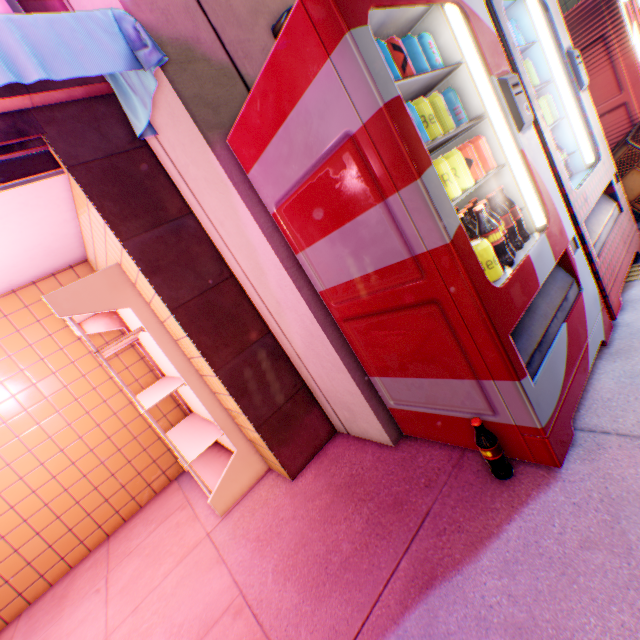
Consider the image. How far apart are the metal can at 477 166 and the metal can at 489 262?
0.2m

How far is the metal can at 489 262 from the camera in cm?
142

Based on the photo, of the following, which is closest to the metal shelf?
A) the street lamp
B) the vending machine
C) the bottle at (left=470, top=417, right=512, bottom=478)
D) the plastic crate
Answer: the vending machine

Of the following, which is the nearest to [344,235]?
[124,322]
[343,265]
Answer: [343,265]

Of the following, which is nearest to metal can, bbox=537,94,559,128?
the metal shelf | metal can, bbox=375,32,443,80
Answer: metal can, bbox=375,32,443,80

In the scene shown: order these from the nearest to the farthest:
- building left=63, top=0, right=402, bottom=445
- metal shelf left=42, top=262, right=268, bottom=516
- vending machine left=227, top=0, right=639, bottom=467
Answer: vending machine left=227, top=0, right=639, bottom=467, building left=63, top=0, right=402, bottom=445, metal shelf left=42, top=262, right=268, bottom=516

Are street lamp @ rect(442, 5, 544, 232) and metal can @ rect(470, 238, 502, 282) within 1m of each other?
yes

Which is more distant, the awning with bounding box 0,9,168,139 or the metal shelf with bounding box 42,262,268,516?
the metal shelf with bounding box 42,262,268,516
